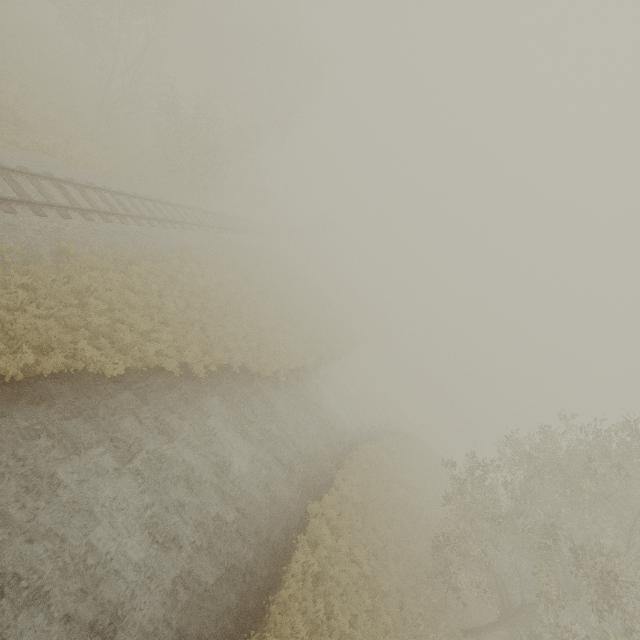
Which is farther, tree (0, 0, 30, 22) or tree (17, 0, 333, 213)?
tree (17, 0, 333, 213)

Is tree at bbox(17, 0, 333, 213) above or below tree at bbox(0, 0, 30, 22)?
above

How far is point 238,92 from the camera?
38.7m

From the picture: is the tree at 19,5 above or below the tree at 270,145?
Result: below

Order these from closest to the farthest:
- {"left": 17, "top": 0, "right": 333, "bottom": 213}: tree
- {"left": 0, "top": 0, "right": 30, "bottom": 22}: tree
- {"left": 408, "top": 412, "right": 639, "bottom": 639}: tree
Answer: {"left": 408, "top": 412, "right": 639, "bottom": 639}: tree → {"left": 0, "top": 0, "right": 30, "bottom": 22}: tree → {"left": 17, "top": 0, "right": 333, "bottom": 213}: tree

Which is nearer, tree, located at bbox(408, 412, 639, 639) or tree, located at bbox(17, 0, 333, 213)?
tree, located at bbox(408, 412, 639, 639)

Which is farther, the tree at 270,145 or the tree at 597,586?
the tree at 270,145
